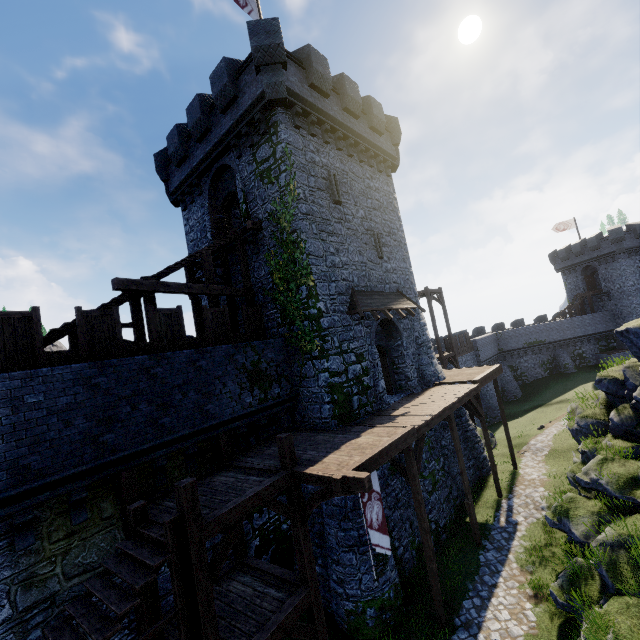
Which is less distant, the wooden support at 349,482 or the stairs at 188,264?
the wooden support at 349,482

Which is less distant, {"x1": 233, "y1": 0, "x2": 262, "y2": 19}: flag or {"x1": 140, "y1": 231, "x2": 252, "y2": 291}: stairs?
{"x1": 140, "y1": 231, "x2": 252, "y2": 291}: stairs

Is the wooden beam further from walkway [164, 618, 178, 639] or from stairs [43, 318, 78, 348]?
walkway [164, 618, 178, 639]

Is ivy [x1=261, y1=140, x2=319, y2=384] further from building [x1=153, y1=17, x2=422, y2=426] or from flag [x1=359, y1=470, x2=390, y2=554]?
flag [x1=359, y1=470, x2=390, y2=554]

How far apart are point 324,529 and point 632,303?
49.44m

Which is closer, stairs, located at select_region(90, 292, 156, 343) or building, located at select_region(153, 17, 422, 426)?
stairs, located at select_region(90, 292, 156, 343)

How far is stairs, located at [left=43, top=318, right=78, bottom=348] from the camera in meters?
9.2

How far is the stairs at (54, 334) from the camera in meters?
9.2 m
